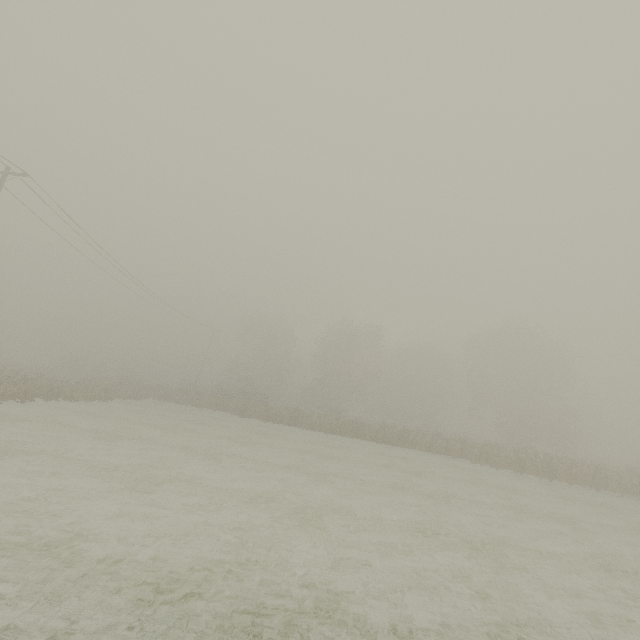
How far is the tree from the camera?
55.7 meters

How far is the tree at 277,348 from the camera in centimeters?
5569cm

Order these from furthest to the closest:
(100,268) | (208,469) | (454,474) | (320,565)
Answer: (100,268) < (454,474) < (208,469) < (320,565)
